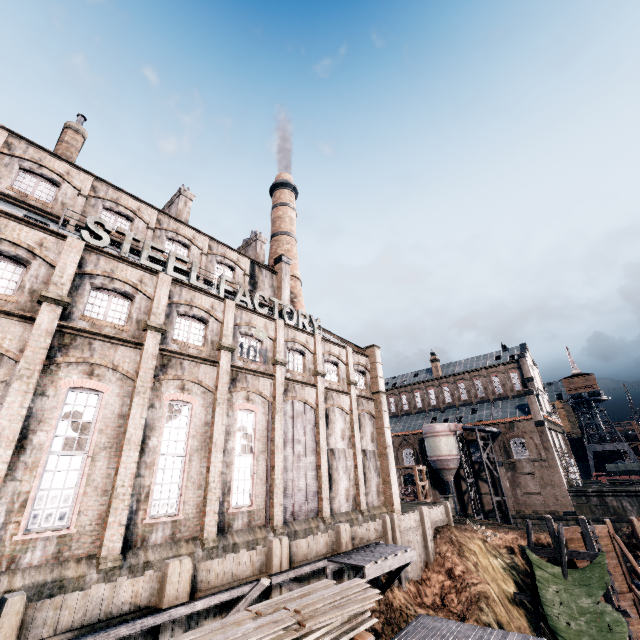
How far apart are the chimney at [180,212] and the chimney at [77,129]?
7.49m

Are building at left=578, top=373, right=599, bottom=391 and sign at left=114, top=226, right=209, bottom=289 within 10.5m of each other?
no

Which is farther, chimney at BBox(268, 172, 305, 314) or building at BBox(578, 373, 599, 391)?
building at BBox(578, 373, 599, 391)

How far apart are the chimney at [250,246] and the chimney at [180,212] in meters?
7.5

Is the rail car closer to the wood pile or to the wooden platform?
the wooden platform

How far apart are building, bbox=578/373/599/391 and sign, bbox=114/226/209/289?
72.20m

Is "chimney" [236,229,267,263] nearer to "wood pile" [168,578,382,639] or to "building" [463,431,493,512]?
"wood pile" [168,578,382,639]

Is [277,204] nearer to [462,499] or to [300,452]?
[300,452]
